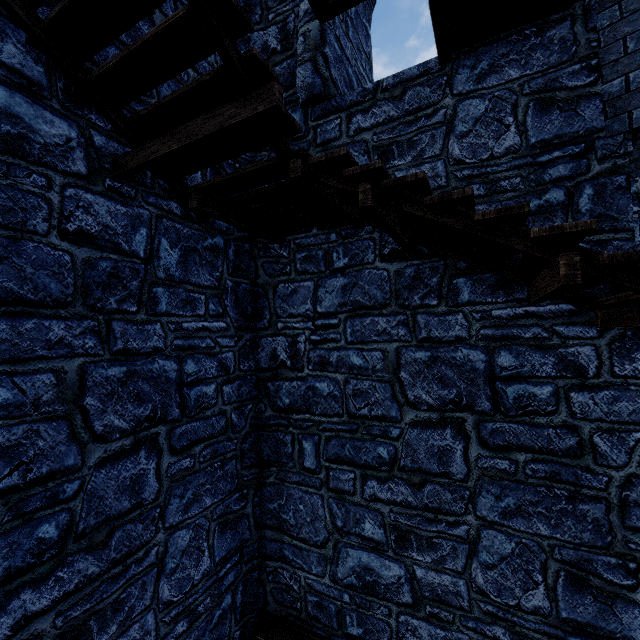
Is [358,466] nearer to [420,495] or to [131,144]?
[420,495]
